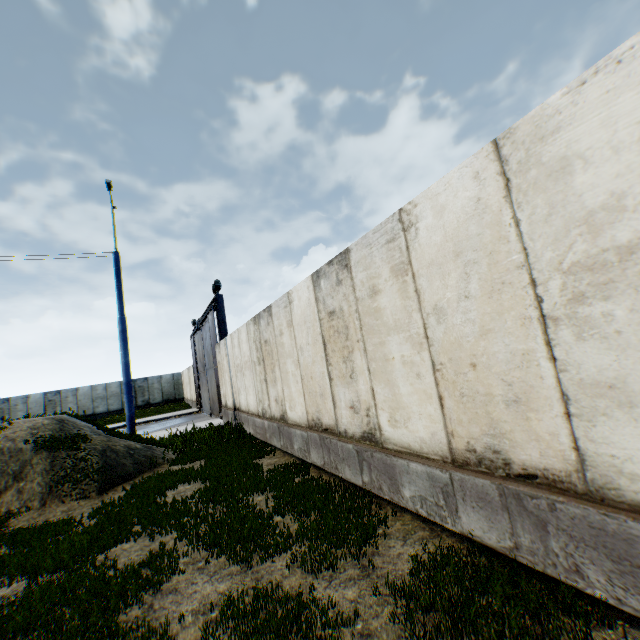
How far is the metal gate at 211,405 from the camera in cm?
1590

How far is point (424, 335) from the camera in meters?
3.6

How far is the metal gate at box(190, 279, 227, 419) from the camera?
15.90m
